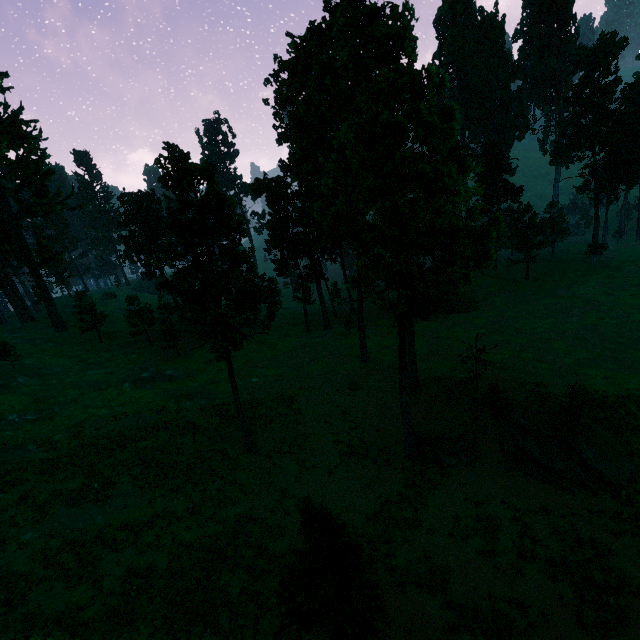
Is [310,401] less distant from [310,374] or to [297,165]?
[310,374]

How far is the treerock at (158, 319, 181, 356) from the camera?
44.8 meters

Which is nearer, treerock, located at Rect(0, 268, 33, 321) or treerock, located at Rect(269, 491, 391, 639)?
treerock, located at Rect(269, 491, 391, 639)

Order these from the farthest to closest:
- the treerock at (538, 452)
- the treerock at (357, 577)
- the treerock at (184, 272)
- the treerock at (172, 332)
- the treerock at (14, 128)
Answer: the treerock at (14, 128), the treerock at (172, 332), the treerock at (538, 452), the treerock at (184, 272), the treerock at (357, 577)

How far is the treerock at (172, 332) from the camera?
44.78m

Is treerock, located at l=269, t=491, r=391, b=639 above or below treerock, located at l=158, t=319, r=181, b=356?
below
